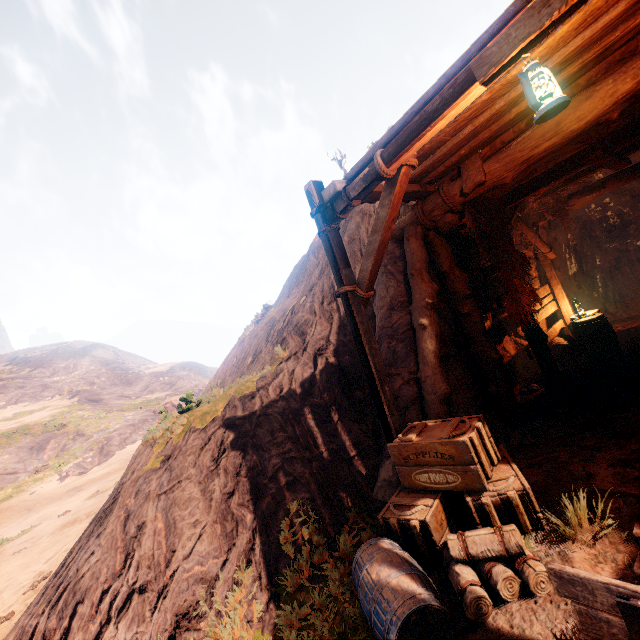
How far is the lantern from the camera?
2.4m

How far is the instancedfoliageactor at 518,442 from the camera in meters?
4.9

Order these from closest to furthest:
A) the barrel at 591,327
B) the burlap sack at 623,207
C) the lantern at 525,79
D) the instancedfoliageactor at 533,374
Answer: the lantern at 525,79
the instancedfoliageactor at 533,374
the barrel at 591,327
the burlap sack at 623,207

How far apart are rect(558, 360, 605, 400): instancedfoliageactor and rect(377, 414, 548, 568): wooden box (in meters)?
3.71

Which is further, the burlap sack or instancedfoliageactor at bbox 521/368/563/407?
the burlap sack

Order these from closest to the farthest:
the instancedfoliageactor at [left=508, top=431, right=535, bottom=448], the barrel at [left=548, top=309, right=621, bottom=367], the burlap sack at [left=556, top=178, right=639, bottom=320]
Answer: the instancedfoliageactor at [left=508, top=431, right=535, bottom=448]
the barrel at [left=548, top=309, right=621, bottom=367]
the burlap sack at [left=556, top=178, right=639, bottom=320]

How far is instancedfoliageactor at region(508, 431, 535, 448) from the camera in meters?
4.9 m

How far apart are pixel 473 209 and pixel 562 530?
4.91m
